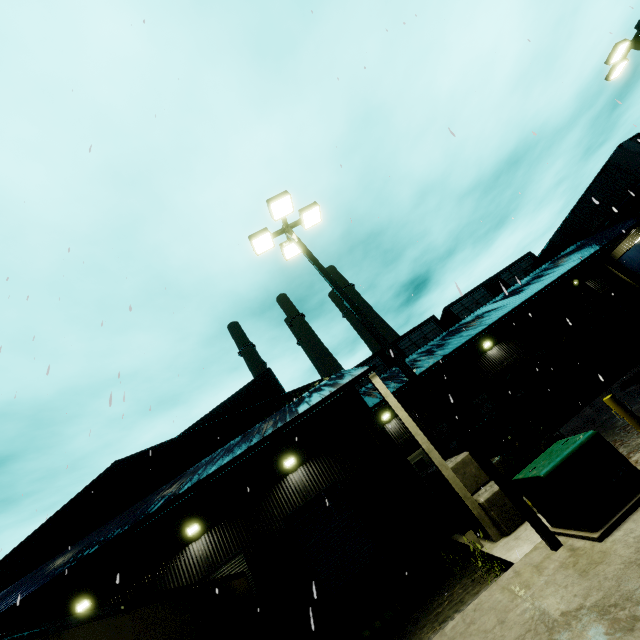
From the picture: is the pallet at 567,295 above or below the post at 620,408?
above

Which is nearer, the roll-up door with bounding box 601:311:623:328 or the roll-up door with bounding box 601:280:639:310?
the roll-up door with bounding box 601:311:623:328

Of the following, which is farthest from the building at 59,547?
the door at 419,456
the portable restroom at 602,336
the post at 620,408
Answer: the post at 620,408

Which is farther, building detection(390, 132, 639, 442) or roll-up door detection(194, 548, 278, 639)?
building detection(390, 132, 639, 442)

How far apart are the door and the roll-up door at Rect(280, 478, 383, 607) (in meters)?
7.03

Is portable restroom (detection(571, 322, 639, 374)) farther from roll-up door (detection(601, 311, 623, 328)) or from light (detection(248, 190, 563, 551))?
light (detection(248, 190, 563, 551))

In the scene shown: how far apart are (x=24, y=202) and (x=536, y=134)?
15.1 meters
